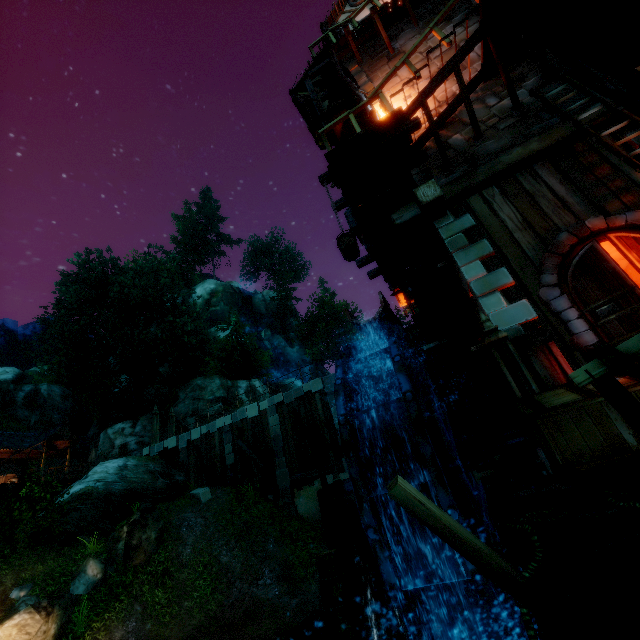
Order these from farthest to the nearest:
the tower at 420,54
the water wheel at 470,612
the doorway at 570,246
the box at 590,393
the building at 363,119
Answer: the building at 363,119 < the tower at 420,54 < the doorway at 570,246 < the water wheel at 470,612 < the box at 590,393

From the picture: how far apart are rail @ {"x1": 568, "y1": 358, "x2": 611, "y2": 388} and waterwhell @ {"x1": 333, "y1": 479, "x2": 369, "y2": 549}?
6.5m

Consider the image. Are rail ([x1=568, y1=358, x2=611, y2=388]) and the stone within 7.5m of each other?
no

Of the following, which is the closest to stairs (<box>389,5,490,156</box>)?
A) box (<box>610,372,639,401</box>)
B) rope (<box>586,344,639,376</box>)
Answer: box (<box>610,372,639,401</box>)

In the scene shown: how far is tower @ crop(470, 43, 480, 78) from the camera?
8.38m

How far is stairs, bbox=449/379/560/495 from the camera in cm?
451

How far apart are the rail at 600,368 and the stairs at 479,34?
6.7 meters

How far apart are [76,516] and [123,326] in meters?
19.5
